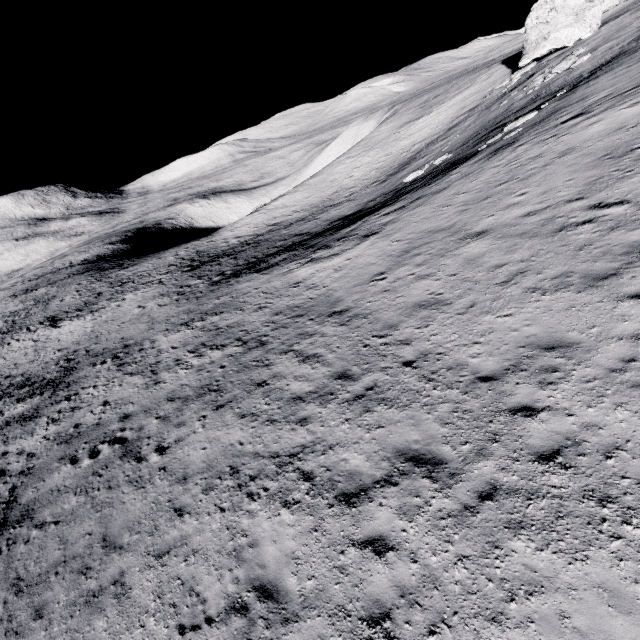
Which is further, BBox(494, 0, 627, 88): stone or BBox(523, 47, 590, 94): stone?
BBox(494, 0, 627, 88): stone

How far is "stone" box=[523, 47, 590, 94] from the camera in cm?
2575

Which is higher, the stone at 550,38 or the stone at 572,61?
the stone at 550,38

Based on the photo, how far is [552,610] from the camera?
4.55m

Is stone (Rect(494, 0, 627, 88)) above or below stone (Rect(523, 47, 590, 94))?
above

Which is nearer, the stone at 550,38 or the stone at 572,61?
the stone at 572,61
